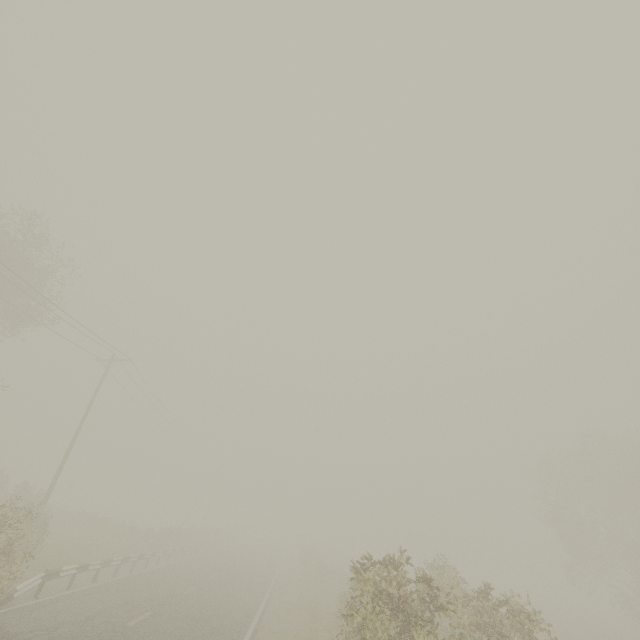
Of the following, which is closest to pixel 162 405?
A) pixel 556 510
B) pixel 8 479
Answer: pixel 8 479

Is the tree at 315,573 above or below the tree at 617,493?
below

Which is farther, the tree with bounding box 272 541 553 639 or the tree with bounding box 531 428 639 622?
the tree with bounding box 531 428 639 622

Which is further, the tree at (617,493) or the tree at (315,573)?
the tree at (617,493)

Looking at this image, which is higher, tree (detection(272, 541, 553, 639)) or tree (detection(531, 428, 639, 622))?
tree (detection(531, 428, 639, 622))
